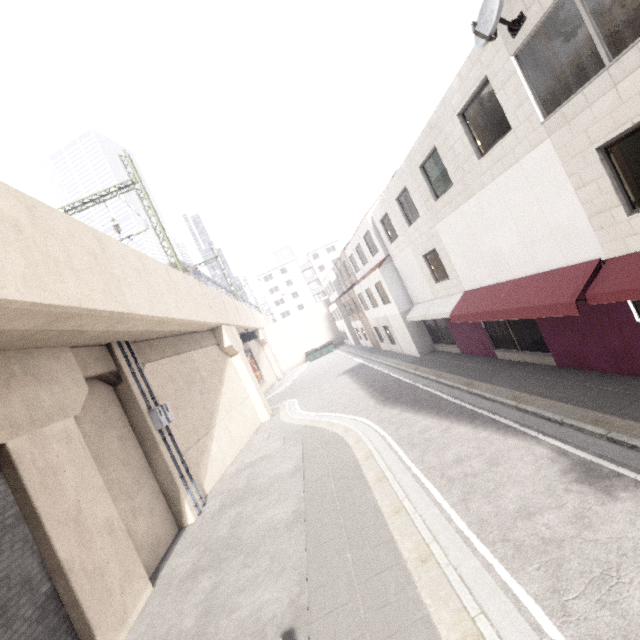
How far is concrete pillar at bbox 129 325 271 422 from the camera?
13.5 meters

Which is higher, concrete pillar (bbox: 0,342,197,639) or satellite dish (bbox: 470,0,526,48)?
satellite dish (bbox: 470,0,526,48)

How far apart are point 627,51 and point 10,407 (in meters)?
13.53

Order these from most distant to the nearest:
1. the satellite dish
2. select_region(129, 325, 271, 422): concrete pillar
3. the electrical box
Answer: select_region(129, 325, 271, 422): concrete pillar → the electrical box → the satellite dish

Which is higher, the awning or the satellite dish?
the satellite dish

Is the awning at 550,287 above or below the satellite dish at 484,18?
below

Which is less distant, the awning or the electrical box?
the awning

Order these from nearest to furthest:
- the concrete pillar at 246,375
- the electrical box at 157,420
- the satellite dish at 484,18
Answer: the satellite dish at 484,18
the electrical box at 157,420
the concrete pillar at 246,375
